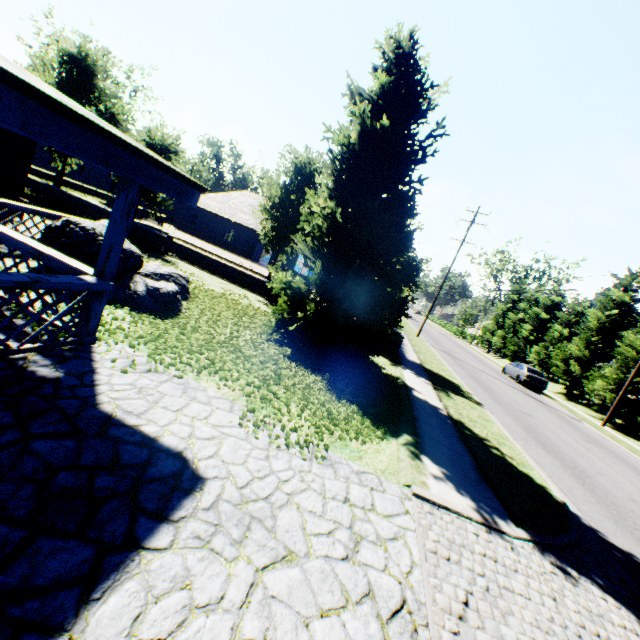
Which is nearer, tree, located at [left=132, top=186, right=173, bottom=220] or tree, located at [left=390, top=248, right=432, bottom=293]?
tree, located at [left=390, top=248, right=432, bottom=293]

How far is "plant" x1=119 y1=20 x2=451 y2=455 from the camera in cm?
607

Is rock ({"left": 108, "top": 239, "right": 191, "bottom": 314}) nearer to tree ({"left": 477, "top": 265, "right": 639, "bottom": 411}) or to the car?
tree ({"left": 477, "top": 265, "right": 639, "bottom": 411})

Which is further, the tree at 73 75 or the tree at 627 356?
the tree at 627 356

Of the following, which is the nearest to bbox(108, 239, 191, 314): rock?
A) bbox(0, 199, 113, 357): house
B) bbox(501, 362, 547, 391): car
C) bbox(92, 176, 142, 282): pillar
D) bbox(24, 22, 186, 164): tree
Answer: → bbox(0, 199, 113, 357): house

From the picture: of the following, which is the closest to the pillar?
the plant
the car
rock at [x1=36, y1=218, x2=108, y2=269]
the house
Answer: the house

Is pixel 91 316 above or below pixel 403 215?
A: below

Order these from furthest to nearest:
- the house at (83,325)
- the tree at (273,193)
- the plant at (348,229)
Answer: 1. the tree at (273,193)
2. the plant at (348,229)
3. the house at (83,325)
